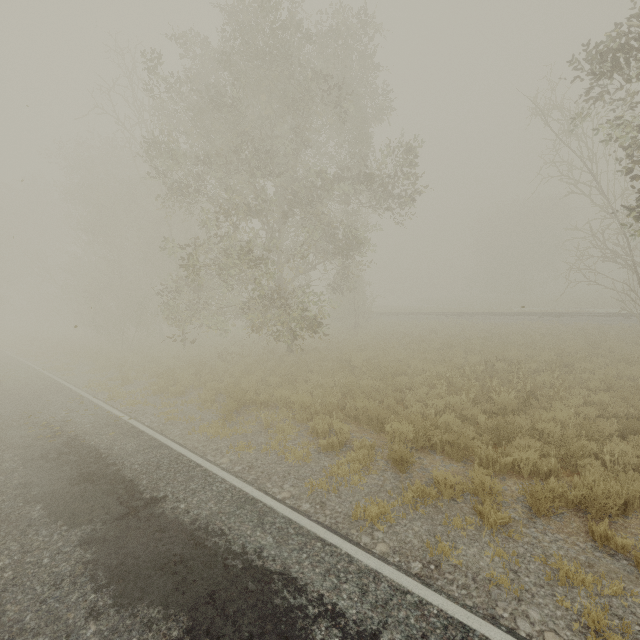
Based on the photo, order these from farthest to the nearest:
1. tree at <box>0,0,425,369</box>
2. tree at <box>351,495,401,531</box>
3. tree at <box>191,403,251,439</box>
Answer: tree at <box>0,0,425,369</box> < tree at <box>191,403,251,439</box> < tree at <box>351,495,401,531</box>

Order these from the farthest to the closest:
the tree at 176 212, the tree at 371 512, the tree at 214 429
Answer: the tree at 176 212, the tree at 214 429, the tree at 371 512

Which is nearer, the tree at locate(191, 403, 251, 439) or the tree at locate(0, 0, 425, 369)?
the tree at locate(191, 403, 251, 439)

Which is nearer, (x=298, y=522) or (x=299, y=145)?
(x=298, y=522)

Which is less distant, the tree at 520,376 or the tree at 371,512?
the tree at 371,512

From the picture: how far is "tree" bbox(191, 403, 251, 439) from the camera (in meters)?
8.48
